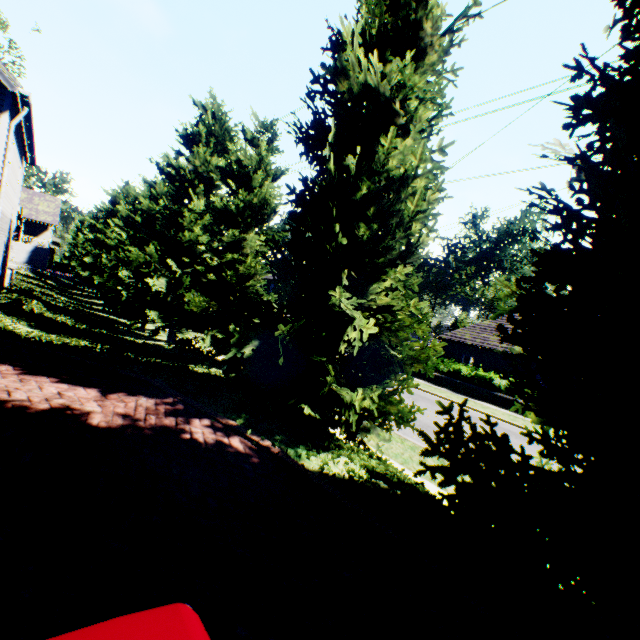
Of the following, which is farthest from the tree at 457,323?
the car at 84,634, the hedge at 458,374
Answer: the hedge at 458,374

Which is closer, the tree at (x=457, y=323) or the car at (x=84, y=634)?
the car at (x=84, y=634)

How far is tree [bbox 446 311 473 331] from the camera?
53.2m

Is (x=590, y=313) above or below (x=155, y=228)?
below

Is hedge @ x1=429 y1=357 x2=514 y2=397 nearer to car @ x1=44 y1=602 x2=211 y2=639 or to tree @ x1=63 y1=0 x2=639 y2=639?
tree @ x1=63 y1=0 x2=639 y2=639

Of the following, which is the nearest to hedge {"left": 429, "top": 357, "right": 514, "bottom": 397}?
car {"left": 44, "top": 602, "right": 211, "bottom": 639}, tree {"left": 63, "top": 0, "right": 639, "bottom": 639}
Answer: tree {"left": 63, "top": 0, "right": 639, "bottom": 639}

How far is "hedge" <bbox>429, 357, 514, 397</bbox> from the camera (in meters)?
20.75
